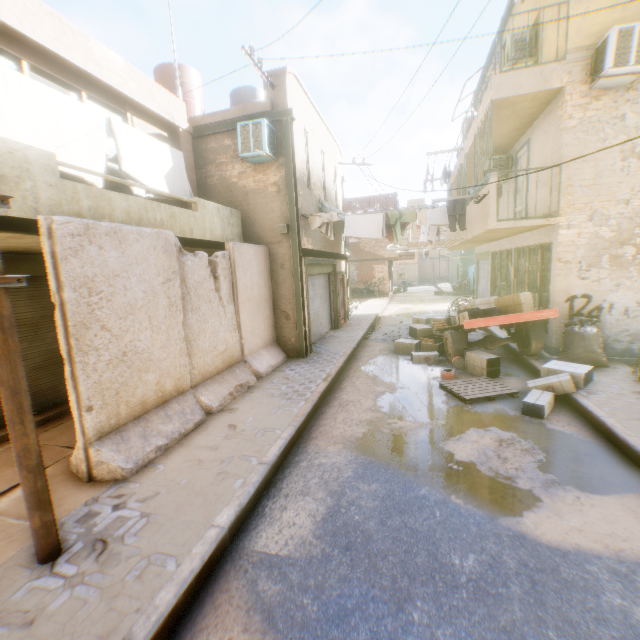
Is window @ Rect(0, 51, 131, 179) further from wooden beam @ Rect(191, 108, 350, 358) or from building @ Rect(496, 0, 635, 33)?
wooden beam @ Rect(191, 108, 350, 358)

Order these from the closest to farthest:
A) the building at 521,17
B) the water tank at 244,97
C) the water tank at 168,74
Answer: the building at 521,17
the water tank at 168,74
the water tank at 244,97

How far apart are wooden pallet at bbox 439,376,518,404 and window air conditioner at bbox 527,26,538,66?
8.66m

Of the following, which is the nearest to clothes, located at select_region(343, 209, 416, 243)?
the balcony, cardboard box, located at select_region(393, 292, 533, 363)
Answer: the balcony

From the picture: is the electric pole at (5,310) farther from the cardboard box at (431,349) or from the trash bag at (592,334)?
the trash bag at (592,334)

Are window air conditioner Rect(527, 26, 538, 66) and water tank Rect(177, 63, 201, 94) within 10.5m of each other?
yes

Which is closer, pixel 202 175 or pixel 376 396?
pixel 376 396

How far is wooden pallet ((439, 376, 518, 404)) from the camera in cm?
645
